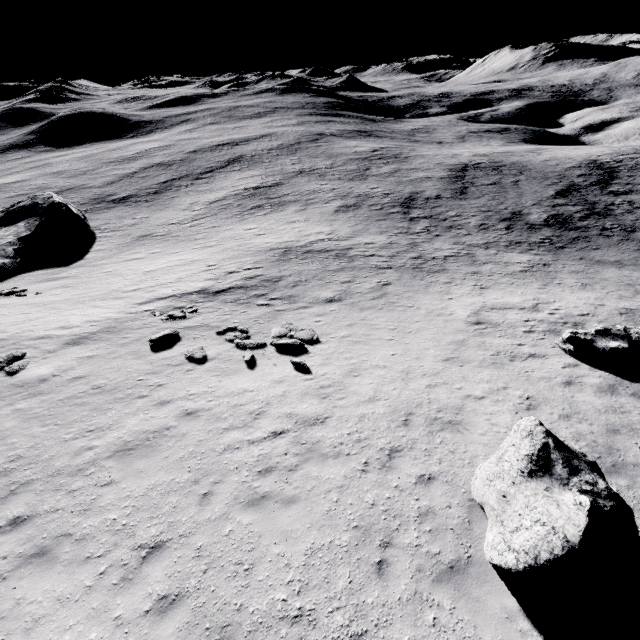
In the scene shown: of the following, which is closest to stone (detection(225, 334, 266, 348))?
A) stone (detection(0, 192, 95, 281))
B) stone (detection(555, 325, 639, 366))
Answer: stone (detection(555, 325, 639, 366))

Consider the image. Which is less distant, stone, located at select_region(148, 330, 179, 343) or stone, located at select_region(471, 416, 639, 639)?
stone, located at select_region(471, 416, 639, 639)

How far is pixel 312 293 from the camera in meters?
20.1 m

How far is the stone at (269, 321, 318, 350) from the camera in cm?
1391

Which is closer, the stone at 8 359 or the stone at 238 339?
the stone at 8 359

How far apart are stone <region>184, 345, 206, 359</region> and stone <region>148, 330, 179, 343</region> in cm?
148

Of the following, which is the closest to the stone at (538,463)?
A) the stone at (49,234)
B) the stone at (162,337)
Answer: the stone at (162,337)

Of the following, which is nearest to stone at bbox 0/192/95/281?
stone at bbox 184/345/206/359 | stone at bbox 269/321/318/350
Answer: stone at bbox 184/345/206/359
